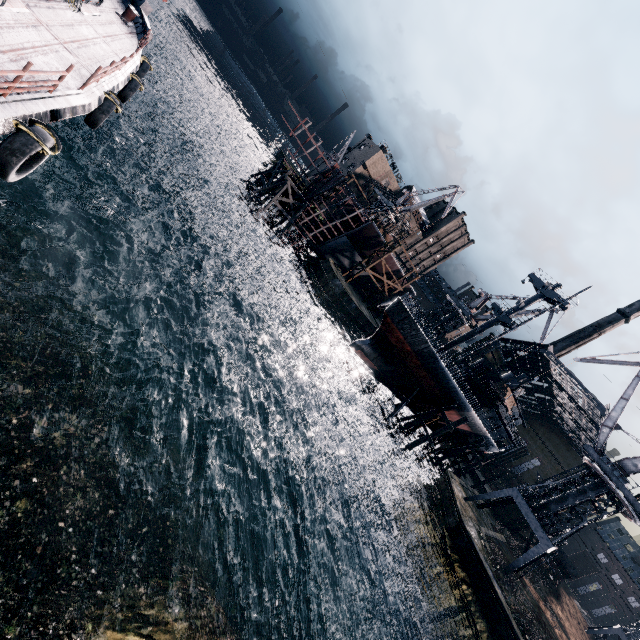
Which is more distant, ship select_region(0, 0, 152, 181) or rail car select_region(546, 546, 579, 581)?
rail car select_region(546, 546, 579, 581)

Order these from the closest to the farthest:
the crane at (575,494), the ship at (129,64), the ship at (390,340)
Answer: the ship at (129,64), the crane at (575,494), the ship at (390,340)

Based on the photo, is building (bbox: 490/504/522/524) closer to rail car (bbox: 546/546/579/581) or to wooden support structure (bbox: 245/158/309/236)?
rail car (bbox: 546/546/579/581)

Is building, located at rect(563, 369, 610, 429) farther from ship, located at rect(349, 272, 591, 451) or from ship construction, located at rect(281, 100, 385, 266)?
ship construction, located at rect(281, 100, 385, 266)

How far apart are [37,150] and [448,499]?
42.1m

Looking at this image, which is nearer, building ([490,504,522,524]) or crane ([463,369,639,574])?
crane ([463,369,639,574])

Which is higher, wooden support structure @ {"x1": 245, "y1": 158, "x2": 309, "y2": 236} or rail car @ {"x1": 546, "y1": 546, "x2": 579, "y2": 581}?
rail car @ {"x1": 546, "y1": 546, "x2": 579, "y2": 581}

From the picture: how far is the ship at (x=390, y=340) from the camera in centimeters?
3544cm
